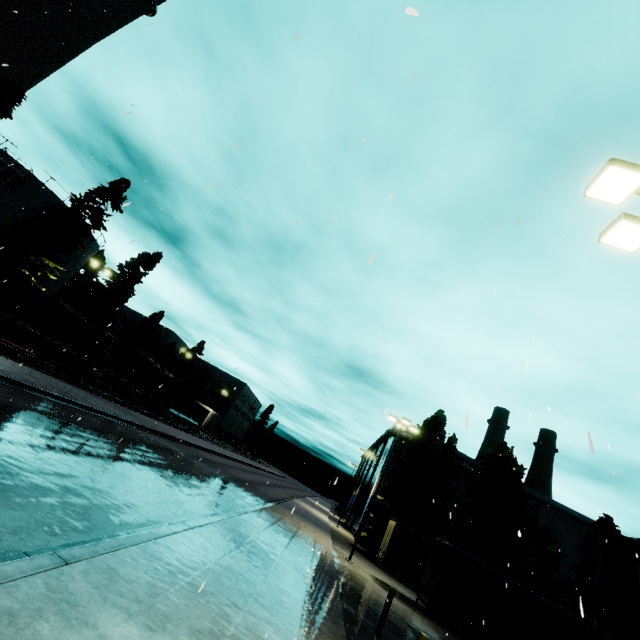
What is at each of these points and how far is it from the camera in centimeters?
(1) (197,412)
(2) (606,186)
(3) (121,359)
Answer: (1) cargo container, 4844cm
(2) light, 600cm
(3) cargo car, 2966cm

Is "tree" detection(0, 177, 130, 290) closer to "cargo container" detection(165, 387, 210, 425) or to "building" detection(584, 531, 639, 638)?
"building" detection(584, 531, 639, 638)

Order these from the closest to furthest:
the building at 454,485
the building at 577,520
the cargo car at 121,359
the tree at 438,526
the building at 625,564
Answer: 1. the building at 625,564
2. the tree at 438,526
3. the cargo car at 121,359
4. the building at 577,520
5. the building at 454,485

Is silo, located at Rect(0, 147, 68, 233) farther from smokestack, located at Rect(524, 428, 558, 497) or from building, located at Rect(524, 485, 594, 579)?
smokestack, located at Rect(524, 428, 558, 497)

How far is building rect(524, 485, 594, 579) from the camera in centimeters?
3969cm

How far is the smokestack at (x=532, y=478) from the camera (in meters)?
48.56

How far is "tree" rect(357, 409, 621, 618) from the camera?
25.91m

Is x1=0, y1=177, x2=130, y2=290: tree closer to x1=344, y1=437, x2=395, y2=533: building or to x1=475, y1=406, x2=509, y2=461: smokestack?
x1=344, y1=437, x2=395, y2=533: building
